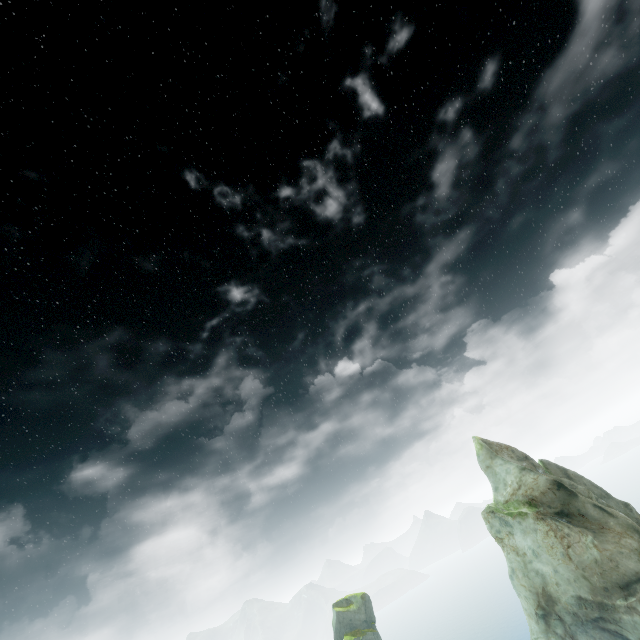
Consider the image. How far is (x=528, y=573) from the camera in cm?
3022
